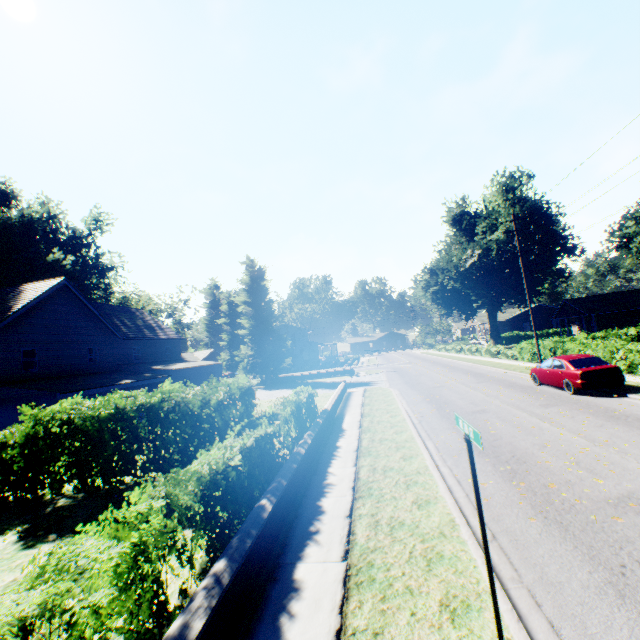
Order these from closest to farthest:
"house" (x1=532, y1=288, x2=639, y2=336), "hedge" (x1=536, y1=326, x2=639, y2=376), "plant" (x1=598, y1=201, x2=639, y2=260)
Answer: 1. "hedge" (x1=536, y1=326, x2=639, y2=376)
2. "house" (x1=532, y1=288, x2=639, y2=336)
3. "plant" (x1=598, y1=201, x2=639, y2=260)

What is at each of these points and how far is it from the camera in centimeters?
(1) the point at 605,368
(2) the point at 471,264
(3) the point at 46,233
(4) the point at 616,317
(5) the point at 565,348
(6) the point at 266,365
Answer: (1) car, 1386cm
(2) plant, 4103cm
(3) plant, 4062cm
(4) house, 4006cm
(5) hedge, 2206cm
(6) plant, 3772cm

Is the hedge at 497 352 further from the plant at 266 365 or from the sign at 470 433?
the sign at 470 433

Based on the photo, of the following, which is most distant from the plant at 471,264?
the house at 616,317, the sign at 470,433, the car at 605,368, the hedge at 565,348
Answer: the sign at 470,433

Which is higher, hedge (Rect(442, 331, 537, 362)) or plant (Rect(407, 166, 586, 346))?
plant (Rect(407, 166, 586, 346))

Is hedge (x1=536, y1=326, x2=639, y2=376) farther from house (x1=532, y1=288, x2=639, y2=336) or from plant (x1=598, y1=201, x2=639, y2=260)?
house (x1=532, y1=288, x2=639, y2=336)

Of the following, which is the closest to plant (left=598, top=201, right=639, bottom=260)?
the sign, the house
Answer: the house

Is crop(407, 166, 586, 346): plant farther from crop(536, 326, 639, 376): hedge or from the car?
the car
